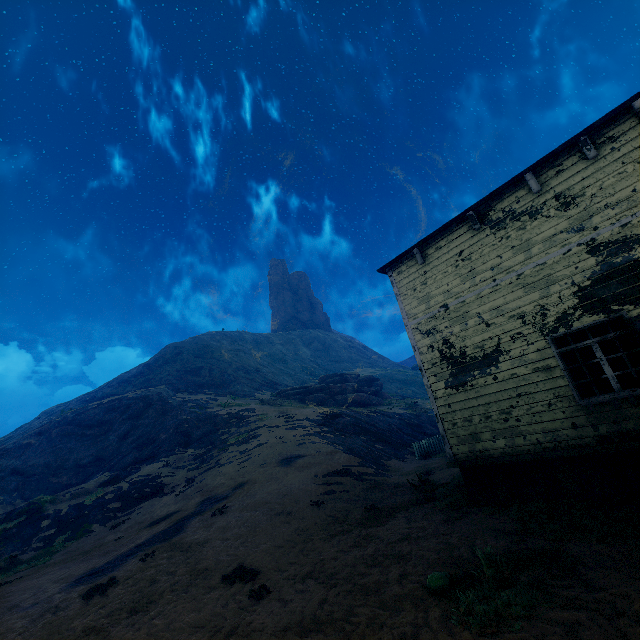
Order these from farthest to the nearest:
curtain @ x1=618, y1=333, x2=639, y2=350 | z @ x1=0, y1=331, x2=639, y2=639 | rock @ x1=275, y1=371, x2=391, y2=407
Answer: rock @ x1=275, y1=371, x2=391, y2=407 < curtain @ x1=618, y1=333, x2=639, y2=350 < z @ x1=0, y1=331, x2=639, y2=639

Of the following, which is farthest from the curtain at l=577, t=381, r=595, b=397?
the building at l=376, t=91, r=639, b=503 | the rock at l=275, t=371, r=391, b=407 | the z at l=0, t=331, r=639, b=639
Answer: the rock at l=275, t=371, r=391, b=407

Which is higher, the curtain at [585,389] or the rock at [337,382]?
the rock at [337,382]

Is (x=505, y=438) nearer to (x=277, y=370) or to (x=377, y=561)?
(x=377, y=561)

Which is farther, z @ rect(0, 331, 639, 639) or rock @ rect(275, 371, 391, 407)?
rock @ rect(275, 371, 391, 407)

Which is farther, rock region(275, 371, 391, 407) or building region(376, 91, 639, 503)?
rock region(275, 371, 391, 407)

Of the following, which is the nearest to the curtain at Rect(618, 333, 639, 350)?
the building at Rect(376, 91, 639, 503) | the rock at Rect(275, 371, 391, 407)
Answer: the building at Rect(376, 91, 639, 503)

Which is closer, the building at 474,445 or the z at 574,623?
the z at 574,623
